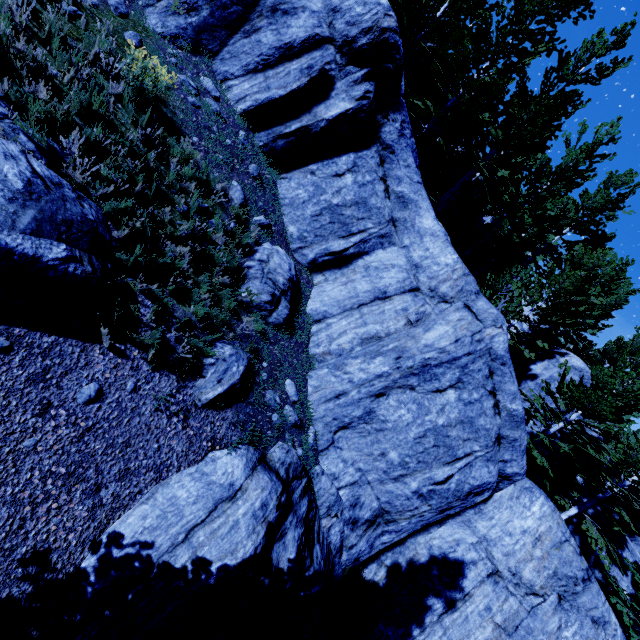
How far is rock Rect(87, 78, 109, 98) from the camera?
4.9m

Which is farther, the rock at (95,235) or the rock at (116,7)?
the rock at (116,7)

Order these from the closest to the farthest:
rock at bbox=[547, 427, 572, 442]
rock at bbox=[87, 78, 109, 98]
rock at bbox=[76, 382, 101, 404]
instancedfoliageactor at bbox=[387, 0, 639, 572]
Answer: rock at bbox=[76, 382, 101, 404] < rock at bbox=[87, 78, 109, 98] < instancedfoliageactor at bbox=[387, 0, 639, 572] < rock at bbox=[547, 427, 572, 442]

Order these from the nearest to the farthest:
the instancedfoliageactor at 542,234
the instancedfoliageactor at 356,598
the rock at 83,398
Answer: the rock at 83,398 < the instancedfoliageactor at 356,598 < the instancedfoliageactor at 542,234

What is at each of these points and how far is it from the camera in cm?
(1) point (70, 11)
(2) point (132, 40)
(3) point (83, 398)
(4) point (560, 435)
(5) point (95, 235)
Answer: (1) rock, 535
(2) rock, 597
(3) rock, 415
(4) rock, 1661
(5) rock, 438

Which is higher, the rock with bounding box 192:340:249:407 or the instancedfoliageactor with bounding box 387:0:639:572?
the instancedfoliageactor with bounding box 387:0:639:572

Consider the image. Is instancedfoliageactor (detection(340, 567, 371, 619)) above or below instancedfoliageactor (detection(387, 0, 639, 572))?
below

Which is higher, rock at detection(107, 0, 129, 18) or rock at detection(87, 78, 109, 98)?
rock at detection(107, 0, 129, 18)
